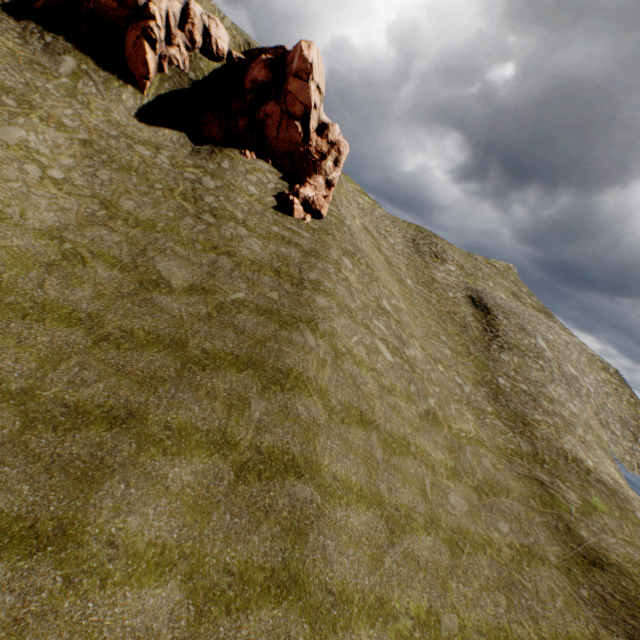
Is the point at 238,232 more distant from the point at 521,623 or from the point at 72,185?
the point at 521,623
